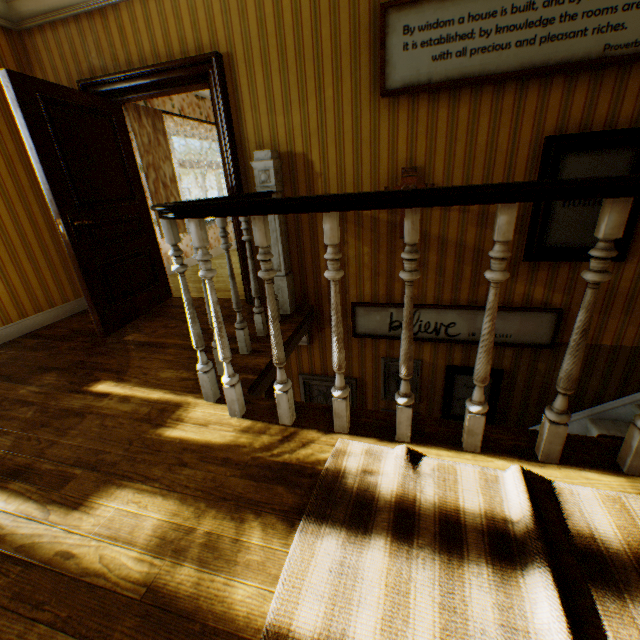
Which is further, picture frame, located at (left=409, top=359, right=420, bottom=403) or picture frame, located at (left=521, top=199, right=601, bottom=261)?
picture frame, located at (left=409, top=359, right=420, bottom=403)

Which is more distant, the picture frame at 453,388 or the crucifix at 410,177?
the picture frame at 453,388

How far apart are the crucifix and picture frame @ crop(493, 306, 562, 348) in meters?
0.7 m

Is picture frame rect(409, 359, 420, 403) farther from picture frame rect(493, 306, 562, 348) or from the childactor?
the childactor

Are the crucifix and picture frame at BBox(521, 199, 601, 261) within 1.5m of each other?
yes

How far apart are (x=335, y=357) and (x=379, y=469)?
Answer: 0.6 meters

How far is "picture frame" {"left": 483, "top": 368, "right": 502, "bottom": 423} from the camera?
3.4m

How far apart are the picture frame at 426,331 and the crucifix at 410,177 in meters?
0.7 m
